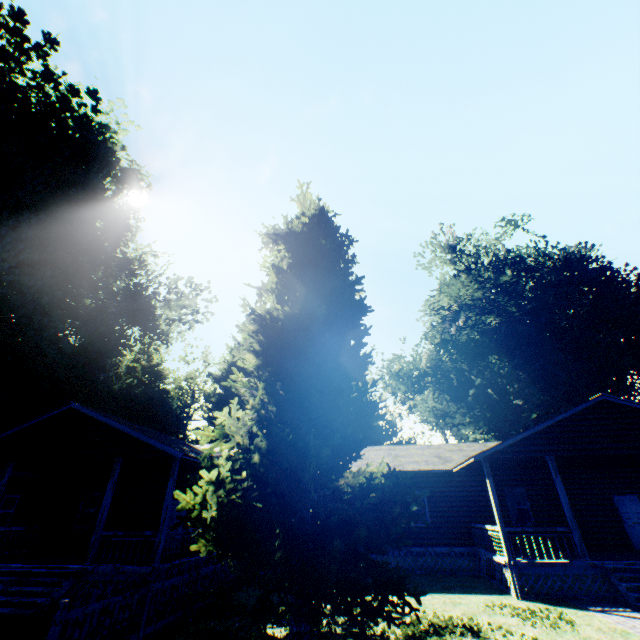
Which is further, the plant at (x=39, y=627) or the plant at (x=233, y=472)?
the plant at (x=39, y=627)

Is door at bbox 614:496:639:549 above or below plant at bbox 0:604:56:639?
above

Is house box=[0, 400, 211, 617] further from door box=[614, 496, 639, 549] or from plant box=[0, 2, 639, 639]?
plant box=[0, 2, 639, 639]

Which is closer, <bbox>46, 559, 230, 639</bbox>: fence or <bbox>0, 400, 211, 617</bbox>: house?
<bbox>46, 559, 230, 639</bbox>: fence

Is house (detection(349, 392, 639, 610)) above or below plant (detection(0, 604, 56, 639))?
above

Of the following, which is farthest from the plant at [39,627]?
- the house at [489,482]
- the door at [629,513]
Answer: the door at [629,513]

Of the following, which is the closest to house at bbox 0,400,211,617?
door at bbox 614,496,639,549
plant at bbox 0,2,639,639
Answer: door at bbox 614,496,639,549

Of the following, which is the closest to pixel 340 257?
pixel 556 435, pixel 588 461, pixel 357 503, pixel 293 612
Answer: pixel 357 503
